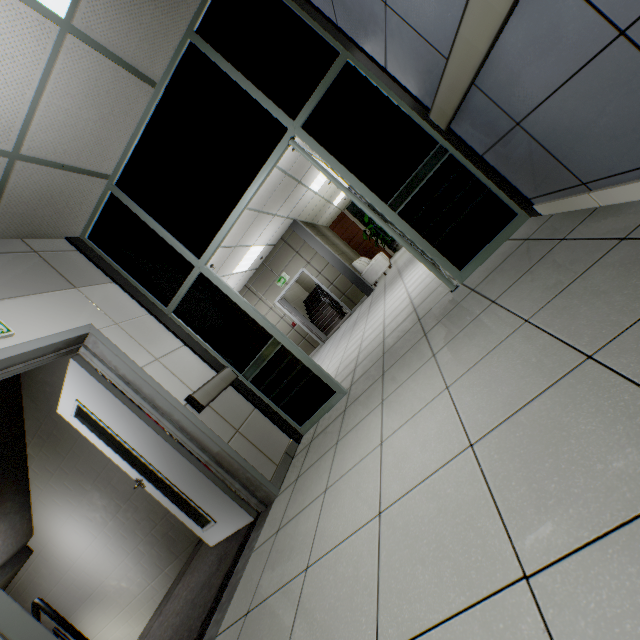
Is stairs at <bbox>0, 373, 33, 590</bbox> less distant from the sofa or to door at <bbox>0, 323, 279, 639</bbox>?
door at <bbox>0, 323, 279, 639</bbox>

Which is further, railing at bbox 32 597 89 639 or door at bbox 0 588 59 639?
railing at bbox 32 597 89 639

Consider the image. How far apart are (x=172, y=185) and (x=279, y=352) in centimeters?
199cm

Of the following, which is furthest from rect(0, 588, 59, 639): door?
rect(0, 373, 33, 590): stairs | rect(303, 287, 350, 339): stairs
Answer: rect(303, 287, 350, 339): stairs

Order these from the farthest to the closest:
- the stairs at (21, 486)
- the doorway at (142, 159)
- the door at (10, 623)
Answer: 1. the stairs at (21, 486)
2. the doorway at (142, 159)
3. the door at (10, 623)

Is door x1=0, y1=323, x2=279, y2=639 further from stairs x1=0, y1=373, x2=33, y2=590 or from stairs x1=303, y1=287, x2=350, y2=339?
stairs x1=303, y1=287, x2=350, y2=339

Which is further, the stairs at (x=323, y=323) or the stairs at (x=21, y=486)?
the stairs at (x=323, y=323)

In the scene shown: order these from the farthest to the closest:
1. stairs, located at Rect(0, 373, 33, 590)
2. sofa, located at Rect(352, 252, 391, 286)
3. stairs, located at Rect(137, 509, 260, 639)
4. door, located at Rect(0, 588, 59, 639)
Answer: sofa, located at Rect(352, 252, 391, 286), stairs, located at Rect(0, 373, 33, 590), stairs, located at Rect(137, 509, 260, 639), door, located at Rect(0, 588, 59, 639)
